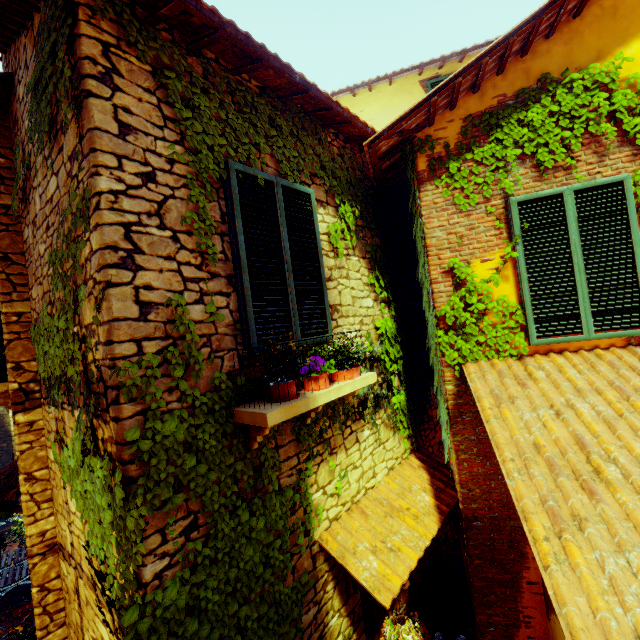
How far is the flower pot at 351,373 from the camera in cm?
257

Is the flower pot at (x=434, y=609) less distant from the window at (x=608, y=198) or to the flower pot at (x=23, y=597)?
the window at (x=608, y=198)

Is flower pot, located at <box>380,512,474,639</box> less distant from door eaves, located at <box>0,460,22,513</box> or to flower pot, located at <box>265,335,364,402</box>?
flower pot, located at <box>265,335,364,402</box>

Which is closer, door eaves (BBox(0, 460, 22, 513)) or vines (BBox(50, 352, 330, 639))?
vines (BBox(50, 352, 330, 639))

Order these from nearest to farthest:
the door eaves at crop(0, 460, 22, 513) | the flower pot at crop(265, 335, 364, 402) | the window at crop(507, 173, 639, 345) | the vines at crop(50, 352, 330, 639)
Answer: the vines at crop(50, 352, 330, 639), the flower pot at crop(265, 335, 364, 402), the window at crop(507, 173, 639, 345), the door eaves at crop(0, 460, 22, 513)

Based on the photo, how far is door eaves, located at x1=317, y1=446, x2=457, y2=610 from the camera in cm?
293

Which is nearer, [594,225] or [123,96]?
[123,96]

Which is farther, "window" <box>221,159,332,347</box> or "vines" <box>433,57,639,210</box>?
"vines" <box>433,57,639,210</box>
